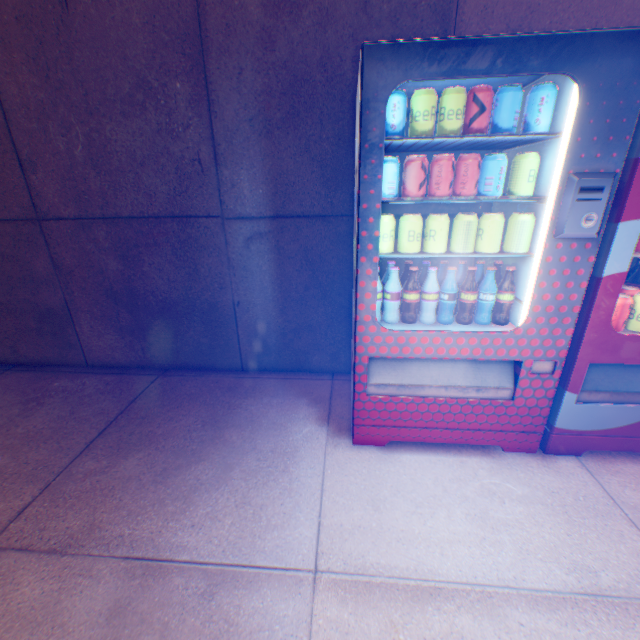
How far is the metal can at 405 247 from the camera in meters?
1.6

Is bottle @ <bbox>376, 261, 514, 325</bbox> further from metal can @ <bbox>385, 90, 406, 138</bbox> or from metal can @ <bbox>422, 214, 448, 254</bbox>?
metal can @ <bbox>385, 90, 406, 138</bbox>

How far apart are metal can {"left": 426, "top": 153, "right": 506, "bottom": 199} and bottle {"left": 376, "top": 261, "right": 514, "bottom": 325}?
0.4 meters

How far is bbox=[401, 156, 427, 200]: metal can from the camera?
1.54m

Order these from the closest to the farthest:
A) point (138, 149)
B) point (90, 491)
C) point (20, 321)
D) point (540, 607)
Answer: point (540, 607), point (90, 491), point (138, 149), point (20, 321)

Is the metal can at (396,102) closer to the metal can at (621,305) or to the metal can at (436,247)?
the metal can at (436,247)

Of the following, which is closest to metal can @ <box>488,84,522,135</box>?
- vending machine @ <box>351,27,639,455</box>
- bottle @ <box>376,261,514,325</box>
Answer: vending machine @ <box>351,27,639,455</box>

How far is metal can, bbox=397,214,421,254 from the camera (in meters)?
1.62
